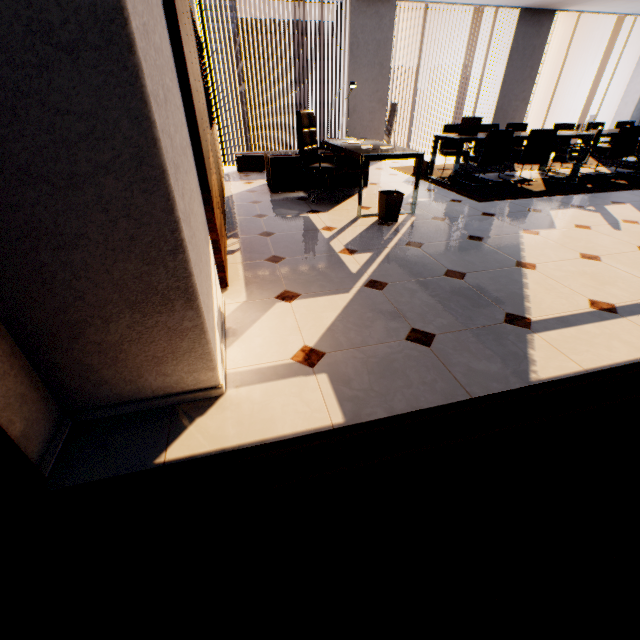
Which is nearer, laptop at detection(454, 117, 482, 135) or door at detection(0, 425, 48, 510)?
door at detection(0, 425, 48, 510)

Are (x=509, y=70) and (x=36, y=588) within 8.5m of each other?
no

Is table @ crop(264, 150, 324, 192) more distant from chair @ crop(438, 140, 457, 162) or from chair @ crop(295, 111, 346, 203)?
chair @ crop(438, 140, 457, 162)

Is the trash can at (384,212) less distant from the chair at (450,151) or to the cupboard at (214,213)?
the cupboard at (214,213)

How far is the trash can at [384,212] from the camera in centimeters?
390cm

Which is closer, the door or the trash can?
the door

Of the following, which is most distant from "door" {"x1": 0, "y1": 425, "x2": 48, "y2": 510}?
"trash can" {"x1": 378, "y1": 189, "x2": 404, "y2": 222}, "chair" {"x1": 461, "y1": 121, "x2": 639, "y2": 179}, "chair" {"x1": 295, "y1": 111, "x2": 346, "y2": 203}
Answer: "chair" {"x1": 461, "y1": 121, "x2": 639, "y2": 179}

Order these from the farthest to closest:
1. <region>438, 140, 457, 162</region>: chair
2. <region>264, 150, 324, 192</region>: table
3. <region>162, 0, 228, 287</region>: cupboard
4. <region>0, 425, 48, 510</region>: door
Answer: <region>438, 140, 457, 162</region>: chair < <region>264, 150, 324, 192</region>: table < <region>162, 0, 228, 287</region>: cupboard < <region>0, 425, 48, 510</region>: door
